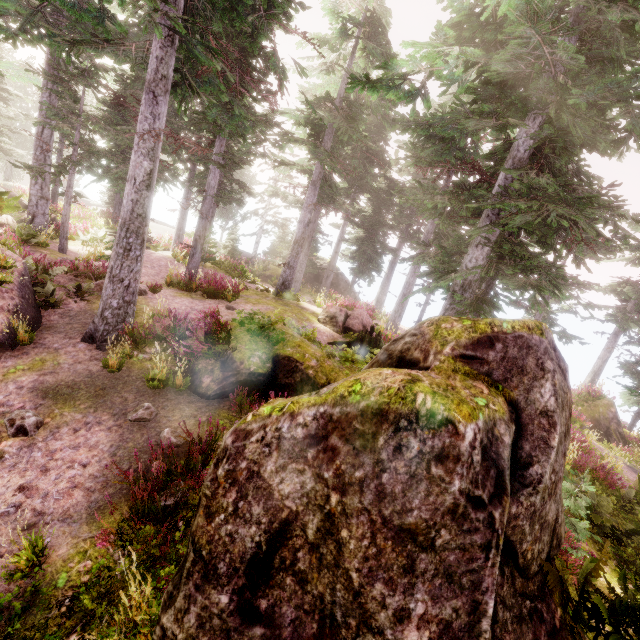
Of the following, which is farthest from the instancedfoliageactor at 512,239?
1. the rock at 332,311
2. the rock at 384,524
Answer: the rock at 332,311

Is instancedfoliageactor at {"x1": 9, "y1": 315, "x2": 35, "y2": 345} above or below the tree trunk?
below

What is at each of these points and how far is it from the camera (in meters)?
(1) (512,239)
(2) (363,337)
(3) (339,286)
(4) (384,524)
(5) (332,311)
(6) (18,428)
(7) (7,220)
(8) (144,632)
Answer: (1) instancedfoliageactor, 11.64
(2) tree trunk, 12.83
(3) rock, 32.22
(4) rock, 2.30
(5) rock, 16.23
(6) instancedfoliageactor, 5.94
(7) rock, 13.31
(8) instancedfoliageactor, 3.71

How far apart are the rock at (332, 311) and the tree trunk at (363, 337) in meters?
1.6

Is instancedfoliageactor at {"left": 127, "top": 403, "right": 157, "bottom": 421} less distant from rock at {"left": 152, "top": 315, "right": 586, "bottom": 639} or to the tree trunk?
rock at {"left": 152, "top": 315, "right": 586, "bottom": 639}

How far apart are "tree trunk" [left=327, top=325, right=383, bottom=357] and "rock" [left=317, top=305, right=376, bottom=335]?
1.6m

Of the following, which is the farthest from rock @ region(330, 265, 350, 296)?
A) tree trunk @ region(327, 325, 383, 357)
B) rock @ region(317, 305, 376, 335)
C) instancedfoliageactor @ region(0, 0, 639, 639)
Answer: tree trunk @ region(327, 325, 383, 357)

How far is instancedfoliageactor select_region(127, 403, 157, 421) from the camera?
6.7 meters
